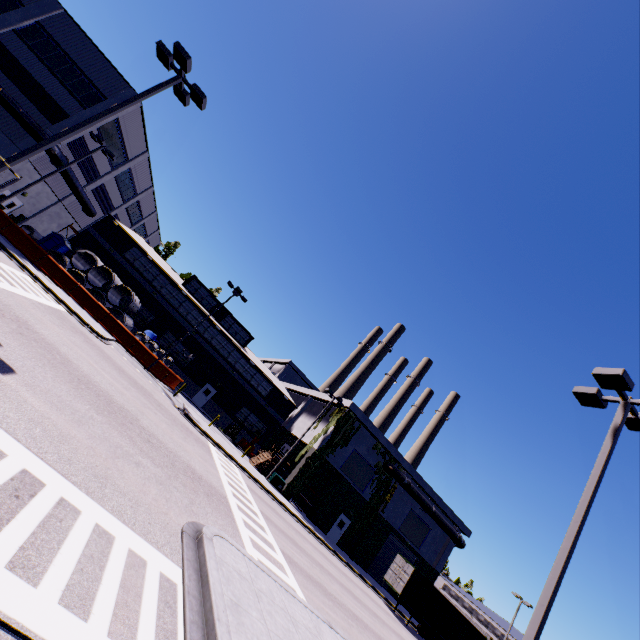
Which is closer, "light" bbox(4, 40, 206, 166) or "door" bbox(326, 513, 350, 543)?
"light" bbox(4, 40, 206, 166)

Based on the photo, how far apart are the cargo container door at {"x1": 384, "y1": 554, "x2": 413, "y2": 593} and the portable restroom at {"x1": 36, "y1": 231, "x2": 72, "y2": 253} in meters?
40.2

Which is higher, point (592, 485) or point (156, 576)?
point (592, 485)

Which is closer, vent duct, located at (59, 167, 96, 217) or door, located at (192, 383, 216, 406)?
vent duct, located at (59, 167, 96, 217)

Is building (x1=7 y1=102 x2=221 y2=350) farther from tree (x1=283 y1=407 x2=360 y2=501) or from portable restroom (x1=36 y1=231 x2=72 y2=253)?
portable restroom (x1=36 y1=231 x2=72 y2=253)

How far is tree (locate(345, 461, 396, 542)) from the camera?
32.1m

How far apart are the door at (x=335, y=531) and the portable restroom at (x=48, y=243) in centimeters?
3601cm

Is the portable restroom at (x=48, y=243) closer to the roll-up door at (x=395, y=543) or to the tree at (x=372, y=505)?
the tree at (x=372, y=505)
